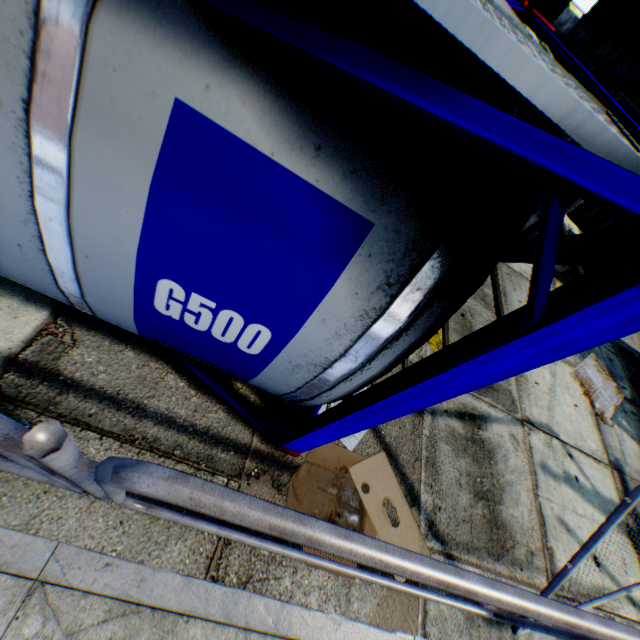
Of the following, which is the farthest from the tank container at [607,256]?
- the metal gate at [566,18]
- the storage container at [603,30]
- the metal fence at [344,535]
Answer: the metal gate at [566,18]

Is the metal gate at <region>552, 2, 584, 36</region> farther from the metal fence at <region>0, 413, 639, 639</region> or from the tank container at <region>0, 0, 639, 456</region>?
the metal fence at <region>0, 413, 639, 639</region>

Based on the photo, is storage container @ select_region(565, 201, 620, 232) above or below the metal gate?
below

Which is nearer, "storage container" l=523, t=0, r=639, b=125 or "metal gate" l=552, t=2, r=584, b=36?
"storage container" l=523, t=0, r=639, b=125

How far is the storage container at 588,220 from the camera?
8.6m

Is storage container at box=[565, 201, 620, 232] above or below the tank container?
below

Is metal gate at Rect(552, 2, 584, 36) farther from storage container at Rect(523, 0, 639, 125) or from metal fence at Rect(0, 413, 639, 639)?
metal fence at Rect(0, 413, 639, 639)

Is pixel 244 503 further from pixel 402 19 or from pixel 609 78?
pixel 609 78
